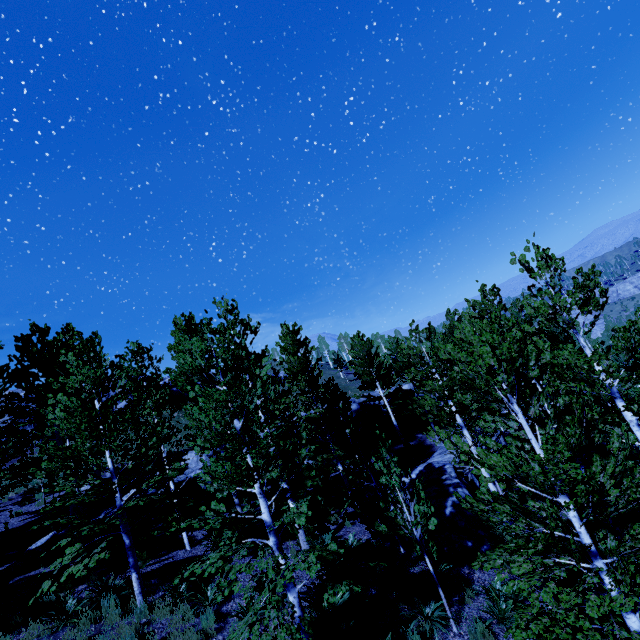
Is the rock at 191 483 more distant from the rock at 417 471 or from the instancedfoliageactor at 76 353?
the rock at 417 471

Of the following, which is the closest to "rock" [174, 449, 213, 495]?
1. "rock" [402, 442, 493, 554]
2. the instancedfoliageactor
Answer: the instancedfoliageactor

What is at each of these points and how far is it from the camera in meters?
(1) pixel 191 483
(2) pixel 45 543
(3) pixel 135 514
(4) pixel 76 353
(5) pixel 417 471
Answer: (1) rock, 18.2
(2) rock, 12.5
(3) rock, 15.1
(4) instancedfoliageactor, 20.4
(5) rock, 16.7

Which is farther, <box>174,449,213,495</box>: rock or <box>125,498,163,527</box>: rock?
<box>174,449,213,495</box>: rock

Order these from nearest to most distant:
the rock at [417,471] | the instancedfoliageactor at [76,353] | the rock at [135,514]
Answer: the instancedfoliageactor at [76,353]
the rock at [417,471]
the rock at [135,514]

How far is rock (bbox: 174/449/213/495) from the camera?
17.8m

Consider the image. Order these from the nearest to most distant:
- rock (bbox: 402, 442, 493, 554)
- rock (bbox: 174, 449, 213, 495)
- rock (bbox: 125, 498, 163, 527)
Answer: rock (bbox: 402, 442, 493, 554) < rock (bbox: 125, 498, 163, 527) < rock (bbox: 174, 449, 213, 495)
